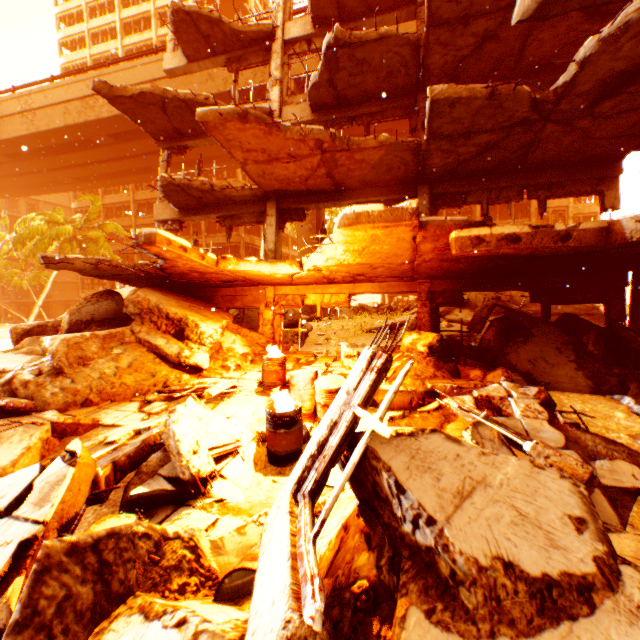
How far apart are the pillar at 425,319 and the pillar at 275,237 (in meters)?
4.56

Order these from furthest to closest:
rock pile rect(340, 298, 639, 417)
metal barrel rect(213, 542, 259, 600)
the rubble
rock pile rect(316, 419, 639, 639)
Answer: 1. the rubble
2. rock pile rect(340, 298, 639, 417)
3. metal barrel rect(213, 542, 259, 600)
4. rock pile rect(316, 419, 639, 639)

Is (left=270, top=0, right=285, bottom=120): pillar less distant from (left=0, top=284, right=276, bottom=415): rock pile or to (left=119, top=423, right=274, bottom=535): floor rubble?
(left=0, top=284, right=276, bottom=415): rock pile

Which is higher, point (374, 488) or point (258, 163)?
point (258, 163)

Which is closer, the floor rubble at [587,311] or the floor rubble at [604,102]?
the floor rubble at [604,102]

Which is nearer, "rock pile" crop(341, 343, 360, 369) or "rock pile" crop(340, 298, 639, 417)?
"rock pile" crop(340, 298, 639, 417)

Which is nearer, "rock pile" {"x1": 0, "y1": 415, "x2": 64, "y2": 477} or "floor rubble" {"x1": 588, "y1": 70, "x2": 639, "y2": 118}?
"rock pile" {"x1": 0, "y1": 415, "x2": 64, "y2": 477}

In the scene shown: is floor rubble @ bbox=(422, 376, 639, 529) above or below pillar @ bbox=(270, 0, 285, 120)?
below
